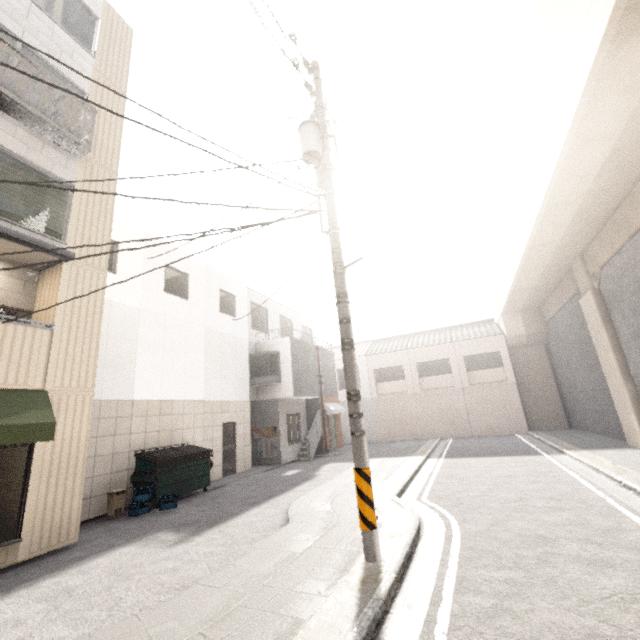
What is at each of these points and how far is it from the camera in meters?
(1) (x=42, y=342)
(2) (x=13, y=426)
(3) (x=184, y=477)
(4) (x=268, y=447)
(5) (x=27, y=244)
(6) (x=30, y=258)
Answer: (1) balcony, 6.6 m
(2) awning, 5.6 m
(3) dumpster, 9.6 m
(4) sign, 15.3 m
(5) awning, 6.6 m
(6) awning, 7.1 m

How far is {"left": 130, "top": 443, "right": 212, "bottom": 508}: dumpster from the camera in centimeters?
884cm

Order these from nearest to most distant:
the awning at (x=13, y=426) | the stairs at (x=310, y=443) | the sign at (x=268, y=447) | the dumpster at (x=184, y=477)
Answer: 1. the awning at (x=13, y=426)
2. the dumpster at (x=184, y=477)
3. the sign at (x=268, y=447)
4. the stairs at (x=310, y=443)

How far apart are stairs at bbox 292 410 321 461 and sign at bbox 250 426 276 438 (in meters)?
1.36

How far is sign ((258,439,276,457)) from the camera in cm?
1516

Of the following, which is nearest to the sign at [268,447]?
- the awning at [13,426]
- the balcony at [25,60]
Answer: the awning at [13,426]

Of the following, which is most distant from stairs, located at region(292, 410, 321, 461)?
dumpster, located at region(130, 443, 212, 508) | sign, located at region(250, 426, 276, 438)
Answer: dumpster, located at region(130, 443, 212, 508)
